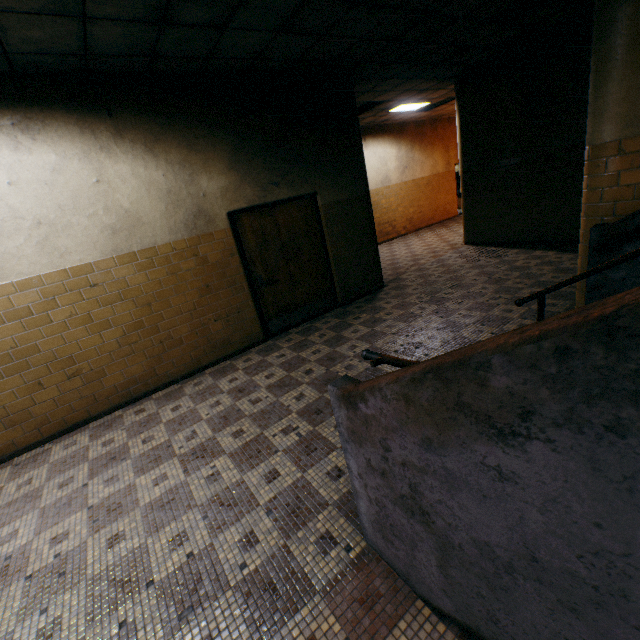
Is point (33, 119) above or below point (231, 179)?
above

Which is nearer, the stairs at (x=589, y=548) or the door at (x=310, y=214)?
the stairs at (x=589, y=548)

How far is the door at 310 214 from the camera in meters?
5.2

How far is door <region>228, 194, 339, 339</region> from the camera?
5.2m

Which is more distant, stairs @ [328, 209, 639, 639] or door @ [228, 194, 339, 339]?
door @ [228, 194, 339, 339]
